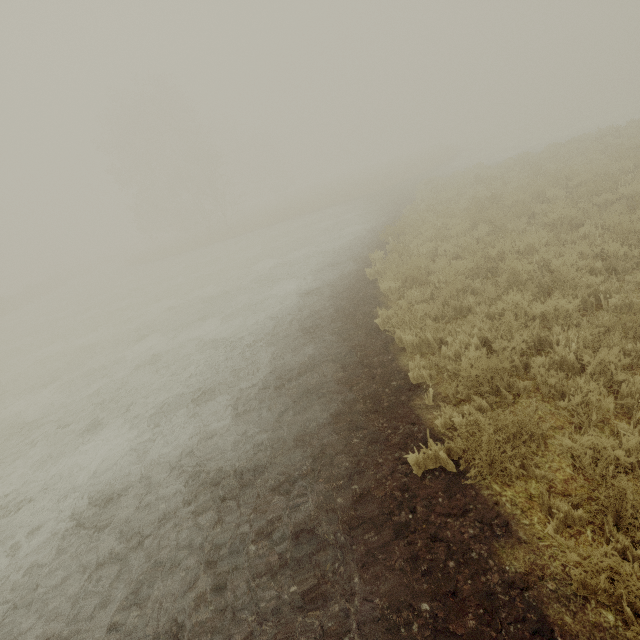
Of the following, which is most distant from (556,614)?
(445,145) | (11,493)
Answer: (445,145)

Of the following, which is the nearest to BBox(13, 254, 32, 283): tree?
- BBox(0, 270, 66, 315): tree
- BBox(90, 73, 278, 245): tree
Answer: BBox(90, 73, 278, 245): tree

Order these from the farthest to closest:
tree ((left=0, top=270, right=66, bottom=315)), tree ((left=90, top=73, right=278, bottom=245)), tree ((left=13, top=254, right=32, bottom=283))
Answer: tree ((left=13, top=254, right=32, bottom=283)) → tree ((left=90, top=73, right=278, bottom=245)) → tree ((left=0, top=270, right=66, bottom=315))

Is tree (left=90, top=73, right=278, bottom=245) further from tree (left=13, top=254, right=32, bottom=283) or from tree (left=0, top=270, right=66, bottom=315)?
tree (left=0, top=270, right=66, bottom=315)

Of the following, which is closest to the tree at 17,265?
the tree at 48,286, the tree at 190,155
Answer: the tree at 190,155

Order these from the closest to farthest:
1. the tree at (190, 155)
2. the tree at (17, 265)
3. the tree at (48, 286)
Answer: the tree at (48, 286)
the tree at (190, 155)
the tree at (17, 265)
